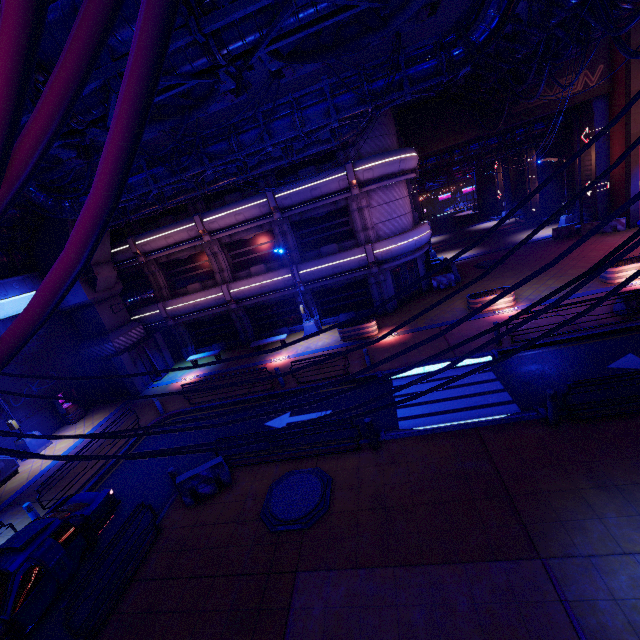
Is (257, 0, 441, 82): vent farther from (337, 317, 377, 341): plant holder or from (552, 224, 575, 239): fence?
(552, 224, 575, 239): fence

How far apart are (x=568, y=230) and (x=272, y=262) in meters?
23.3

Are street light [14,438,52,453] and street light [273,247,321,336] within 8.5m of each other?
no

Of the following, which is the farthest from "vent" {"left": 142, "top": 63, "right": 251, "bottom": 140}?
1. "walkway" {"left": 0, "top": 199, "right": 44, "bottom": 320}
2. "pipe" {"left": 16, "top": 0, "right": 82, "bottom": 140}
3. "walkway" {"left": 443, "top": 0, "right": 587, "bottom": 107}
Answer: "walkway" {"left": 0, "top": 199, "right": 44, "bottom": 320}

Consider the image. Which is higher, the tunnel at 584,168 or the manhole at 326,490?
the tunnel at 584,168

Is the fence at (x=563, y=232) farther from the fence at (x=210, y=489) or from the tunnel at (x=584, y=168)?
the fence at (x=210, y=489)

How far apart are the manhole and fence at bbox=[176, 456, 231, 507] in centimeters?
138cm

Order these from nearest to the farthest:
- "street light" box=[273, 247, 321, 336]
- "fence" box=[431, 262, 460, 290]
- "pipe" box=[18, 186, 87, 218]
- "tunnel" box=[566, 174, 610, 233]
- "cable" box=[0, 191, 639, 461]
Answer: "cable" box=[0, 191, 639, 461] < "pipe" box=[18, 186, 87, 218] < "street light" box=[273, 247, 321, 336] < "fence" box=[431, 262, 460, 290] < "tunnel" box=[566, 174, 610, 233]
